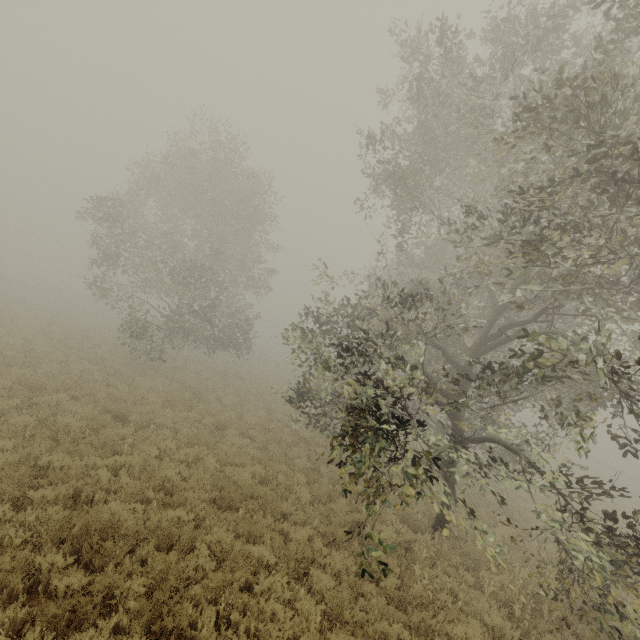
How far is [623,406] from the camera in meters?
9.2
